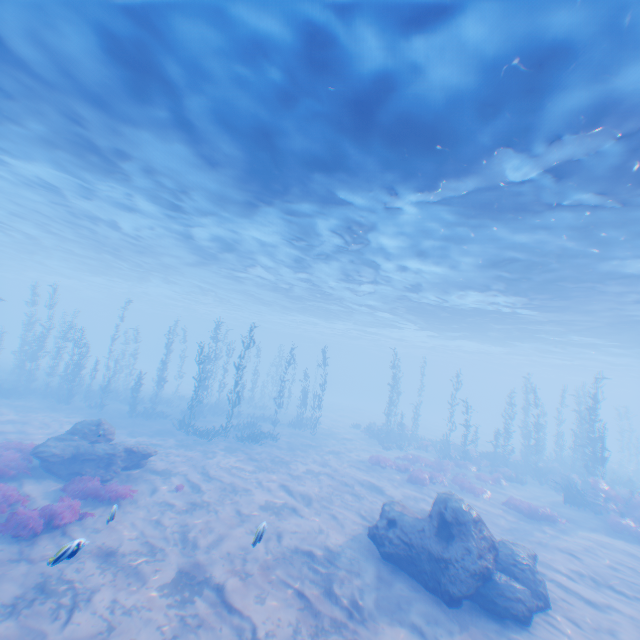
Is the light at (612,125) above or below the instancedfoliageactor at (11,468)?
above

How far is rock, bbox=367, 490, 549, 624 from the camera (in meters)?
8.73

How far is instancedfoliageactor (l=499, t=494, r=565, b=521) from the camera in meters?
16.4

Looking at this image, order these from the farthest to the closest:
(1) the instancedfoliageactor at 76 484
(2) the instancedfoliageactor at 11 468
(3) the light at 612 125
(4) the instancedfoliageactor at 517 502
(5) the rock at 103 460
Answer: (4) the instancedfoliageactor at 517 502 < (5) the rock at 103 460 < (2) the instancedfoliageactor at 11 468 < (1) the instancedfoliageactor at 76 484 < (3) the light at 612 125

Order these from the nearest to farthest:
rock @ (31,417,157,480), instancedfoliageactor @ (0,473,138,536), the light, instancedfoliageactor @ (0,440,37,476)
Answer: the light
instancedfoliageactor @ (0,473,138,536)
instancedfoliageactor @ (0,440,37,476)
rock @ (31,417,157,480)

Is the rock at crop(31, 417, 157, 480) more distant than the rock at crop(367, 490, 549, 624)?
Yes

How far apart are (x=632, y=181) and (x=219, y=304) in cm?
4895

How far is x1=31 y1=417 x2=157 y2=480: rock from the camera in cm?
1233
